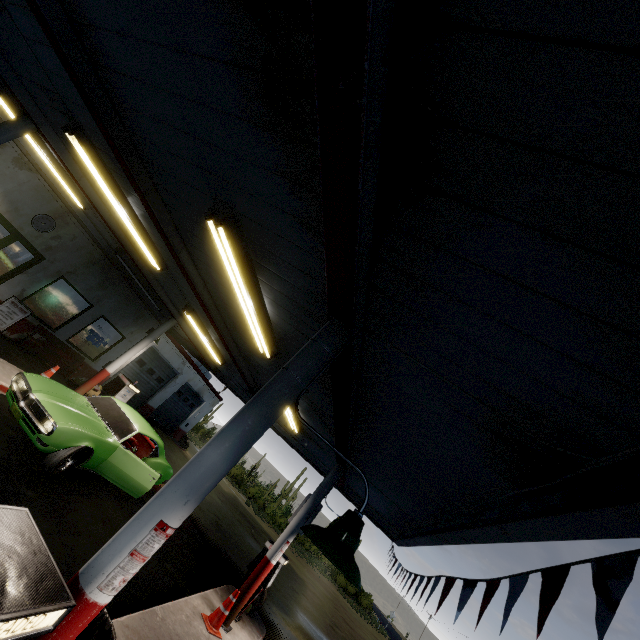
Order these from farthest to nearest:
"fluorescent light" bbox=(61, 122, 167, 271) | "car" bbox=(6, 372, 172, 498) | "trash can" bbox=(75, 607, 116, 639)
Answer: "car" bbox=(6, 372, 172, 498)
"fluorescent light" bbox=(61, 122, 167, 271)
"trash can" bbox=(75, 607, 116, 639)

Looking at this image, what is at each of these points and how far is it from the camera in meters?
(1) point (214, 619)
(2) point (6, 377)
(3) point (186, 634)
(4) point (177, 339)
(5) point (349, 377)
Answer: (1) traffic cone, 6.1
(2) curb, 7.6
(3) curb, 5.3
(4) roof trim, 15.1
(5) beam, 3.8

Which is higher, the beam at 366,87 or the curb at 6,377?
the beam at 366,87

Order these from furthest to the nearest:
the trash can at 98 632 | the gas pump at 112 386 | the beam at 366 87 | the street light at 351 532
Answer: the gas pump at 112 386, the trash can at 98 632, the street light at 351 532, the beam at 366 87

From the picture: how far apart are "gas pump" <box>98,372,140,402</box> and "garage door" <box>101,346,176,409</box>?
6.1m

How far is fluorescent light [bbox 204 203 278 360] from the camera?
3.47m

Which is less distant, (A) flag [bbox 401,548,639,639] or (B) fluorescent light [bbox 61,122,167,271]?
(A) flag [bbox 401,548,639,639]

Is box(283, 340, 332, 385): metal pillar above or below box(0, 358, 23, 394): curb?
above
